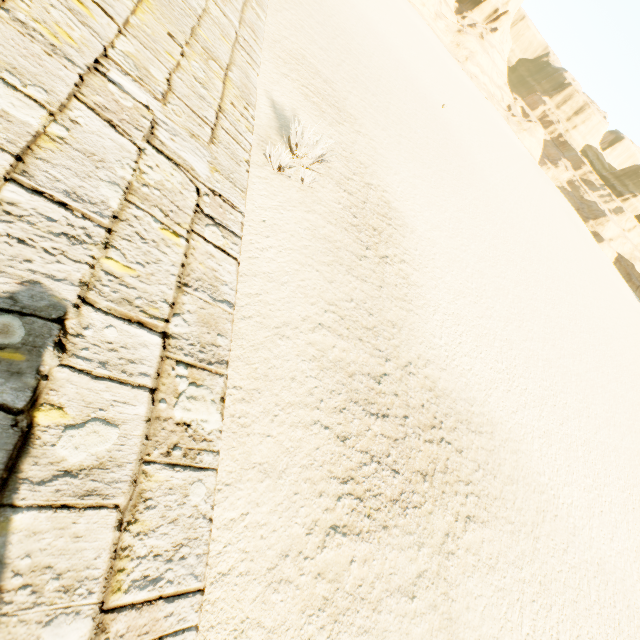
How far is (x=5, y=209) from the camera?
1.0m
